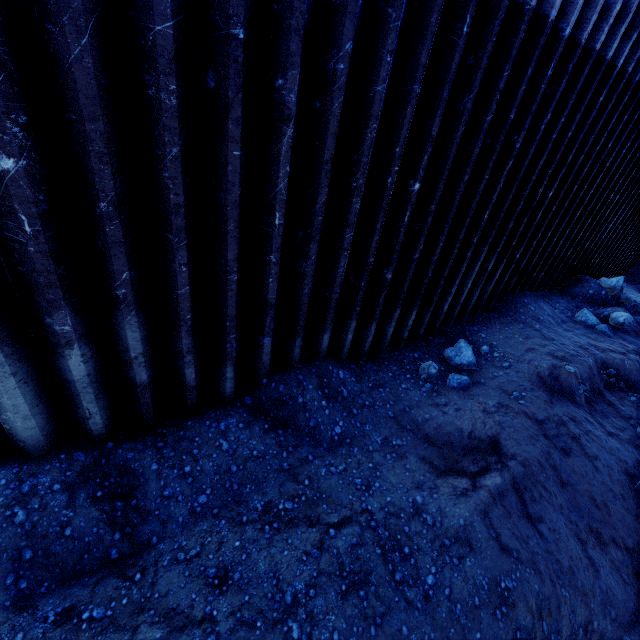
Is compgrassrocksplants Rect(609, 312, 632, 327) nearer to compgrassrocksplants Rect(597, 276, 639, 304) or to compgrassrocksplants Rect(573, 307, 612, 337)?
compgrassrocksplants Rect(573, 307, 612, 337)

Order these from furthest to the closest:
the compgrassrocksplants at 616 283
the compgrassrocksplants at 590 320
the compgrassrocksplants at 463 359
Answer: the compgrassrocksplants at 616 283
the compgrassrocksplants at 590 320
the compgrassrocksplants at 463 359

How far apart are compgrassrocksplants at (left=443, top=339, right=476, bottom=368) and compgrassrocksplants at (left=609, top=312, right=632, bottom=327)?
4.9 meters

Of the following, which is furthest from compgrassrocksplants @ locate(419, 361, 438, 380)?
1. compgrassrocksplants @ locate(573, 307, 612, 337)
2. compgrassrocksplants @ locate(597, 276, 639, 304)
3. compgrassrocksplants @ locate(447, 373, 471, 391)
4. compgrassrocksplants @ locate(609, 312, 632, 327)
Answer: compgrassrocksplants @ locate(597, 276, 639, 304)

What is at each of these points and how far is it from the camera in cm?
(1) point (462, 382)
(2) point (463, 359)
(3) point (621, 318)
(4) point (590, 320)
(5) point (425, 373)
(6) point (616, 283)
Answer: (1) compgrassrocksplants, 575
(2) compgrassrocksplants, 625
(3) compgrassrocksplants, 823
(4) compgrassrocksplants, 820
(5) compgrassrocksplants, 582
(6) compgrassrocksplants, 931

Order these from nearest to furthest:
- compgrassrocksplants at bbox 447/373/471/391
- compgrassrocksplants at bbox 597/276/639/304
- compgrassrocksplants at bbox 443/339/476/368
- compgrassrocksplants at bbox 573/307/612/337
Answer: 1. compgrassrocksplants at bbox 447/373/471/391
2. compgrassrocksplants at bbox 443/339/476/368
3. compgrassrocksplants at bbox 573/307/612/337
4. compgrassrocksplants at bbox 597/276/639/304

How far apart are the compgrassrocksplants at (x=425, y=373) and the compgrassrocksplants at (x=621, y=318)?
6.1m

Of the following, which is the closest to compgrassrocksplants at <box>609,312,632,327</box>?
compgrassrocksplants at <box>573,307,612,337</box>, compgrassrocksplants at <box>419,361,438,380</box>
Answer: compgrassrocksplants at <box>573,307,612,337</box>
